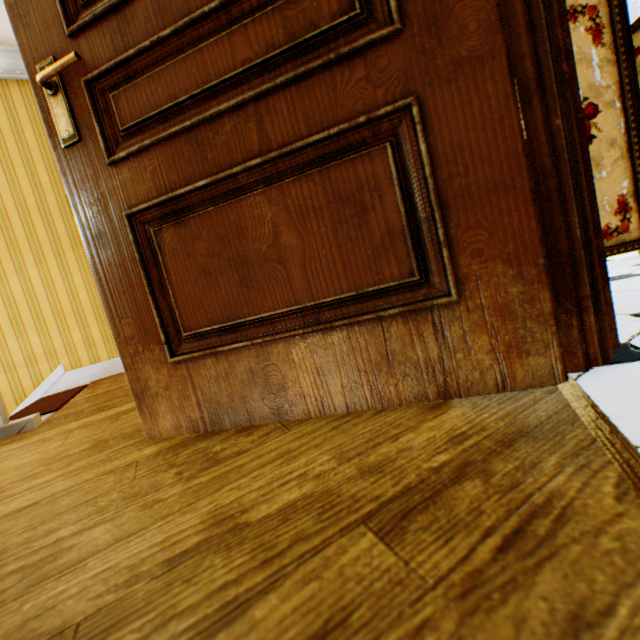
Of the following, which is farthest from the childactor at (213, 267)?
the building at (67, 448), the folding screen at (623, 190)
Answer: the folding screen at (623, 190)

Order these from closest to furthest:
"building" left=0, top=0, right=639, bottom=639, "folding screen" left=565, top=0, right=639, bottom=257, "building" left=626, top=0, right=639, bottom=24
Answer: "building" left=0, top=0, right=639, bottom=639 → "folding screen" left=565, top=0, right=639, bottom=257 → "building" left=626, top=0, right=639, bottom=24

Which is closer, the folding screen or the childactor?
the childactor

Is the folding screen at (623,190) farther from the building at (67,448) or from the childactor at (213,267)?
the childactor at (213,267)

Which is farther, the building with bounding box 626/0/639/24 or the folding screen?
the building with bounding box 626/0/639/24

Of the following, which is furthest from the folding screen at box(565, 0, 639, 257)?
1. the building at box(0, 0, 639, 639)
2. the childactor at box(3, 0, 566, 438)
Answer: the childactor at box(3, 0, 566, 438)

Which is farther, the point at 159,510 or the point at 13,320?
the point at 13,320
